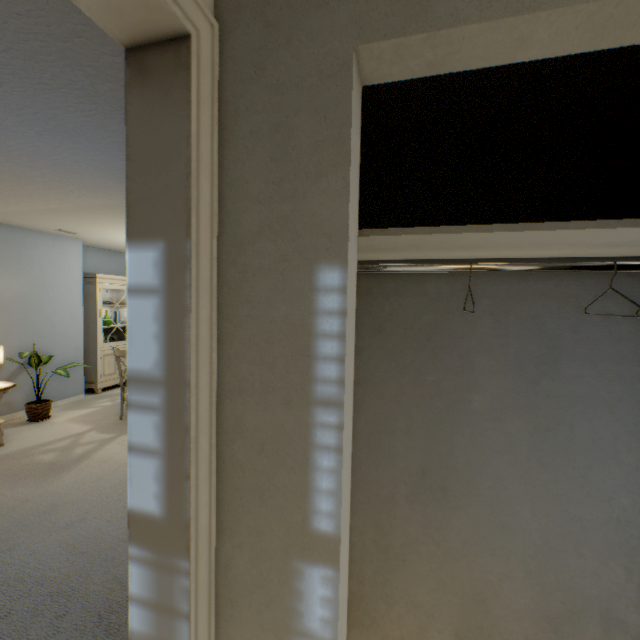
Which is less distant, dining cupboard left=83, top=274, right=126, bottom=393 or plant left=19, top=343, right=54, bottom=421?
plant left=19, top=343, right=54, bottom=421

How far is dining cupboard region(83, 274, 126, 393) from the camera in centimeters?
529cm

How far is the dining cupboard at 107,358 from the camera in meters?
5.3

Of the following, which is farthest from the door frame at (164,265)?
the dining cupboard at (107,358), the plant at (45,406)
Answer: the dining cupboard at (107,358)

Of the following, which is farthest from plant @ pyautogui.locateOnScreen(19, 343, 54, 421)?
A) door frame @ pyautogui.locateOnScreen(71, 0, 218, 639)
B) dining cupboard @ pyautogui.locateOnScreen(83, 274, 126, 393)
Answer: door frame @ pyautogui.locateOnScreen(71, 0, 218, 639)

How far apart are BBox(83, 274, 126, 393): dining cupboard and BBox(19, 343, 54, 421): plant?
0.79m

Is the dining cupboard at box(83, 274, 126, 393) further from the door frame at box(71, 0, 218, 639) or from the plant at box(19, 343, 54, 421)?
the door frame at box(71, 0, 218, 639)

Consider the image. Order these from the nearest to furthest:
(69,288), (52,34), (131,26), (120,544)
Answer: (131,26) → (52,34) → (120,544) → (69,288)
